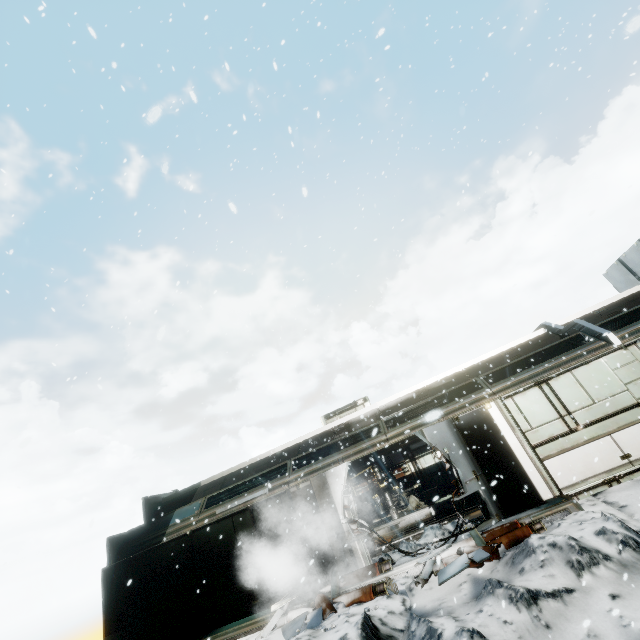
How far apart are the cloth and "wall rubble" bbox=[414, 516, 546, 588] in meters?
7.3 m

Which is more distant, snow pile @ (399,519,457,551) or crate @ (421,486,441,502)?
crate @ (421,486,441,502)

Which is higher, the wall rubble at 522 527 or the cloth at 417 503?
the cloth at 417 503

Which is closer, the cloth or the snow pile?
the snow pile

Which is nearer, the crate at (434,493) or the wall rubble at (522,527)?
the wall rubble at (522,527)

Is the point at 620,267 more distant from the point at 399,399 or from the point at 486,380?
the point at 399,399

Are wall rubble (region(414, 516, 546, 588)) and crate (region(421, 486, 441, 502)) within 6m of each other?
no

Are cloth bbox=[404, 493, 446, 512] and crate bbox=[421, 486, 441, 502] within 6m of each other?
yes
